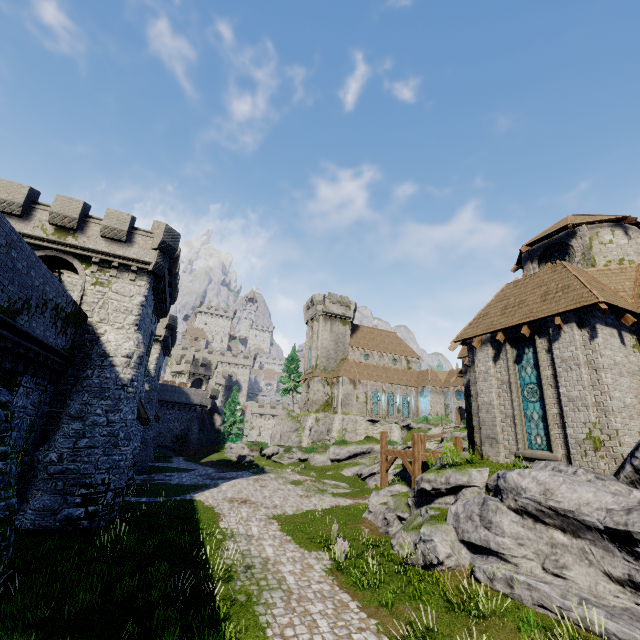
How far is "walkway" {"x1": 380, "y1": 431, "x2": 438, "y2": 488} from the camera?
Result: 16.8m

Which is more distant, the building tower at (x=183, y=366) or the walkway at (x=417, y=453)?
the building tower at (x=183, y=366)

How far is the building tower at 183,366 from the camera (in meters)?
59.03

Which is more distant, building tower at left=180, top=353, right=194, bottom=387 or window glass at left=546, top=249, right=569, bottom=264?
building tower at left=180, top=353, right=194, bottom=387

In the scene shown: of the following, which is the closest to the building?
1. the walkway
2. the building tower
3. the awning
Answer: the awning

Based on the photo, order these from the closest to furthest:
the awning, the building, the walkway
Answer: the walkway → the building → the awning

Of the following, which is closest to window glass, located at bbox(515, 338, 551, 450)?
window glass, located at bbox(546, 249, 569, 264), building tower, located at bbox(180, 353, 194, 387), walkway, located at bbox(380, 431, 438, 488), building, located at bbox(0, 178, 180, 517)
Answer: walkway, located at bbox(380, 431, 438, 488)

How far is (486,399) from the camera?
15.3 meters
